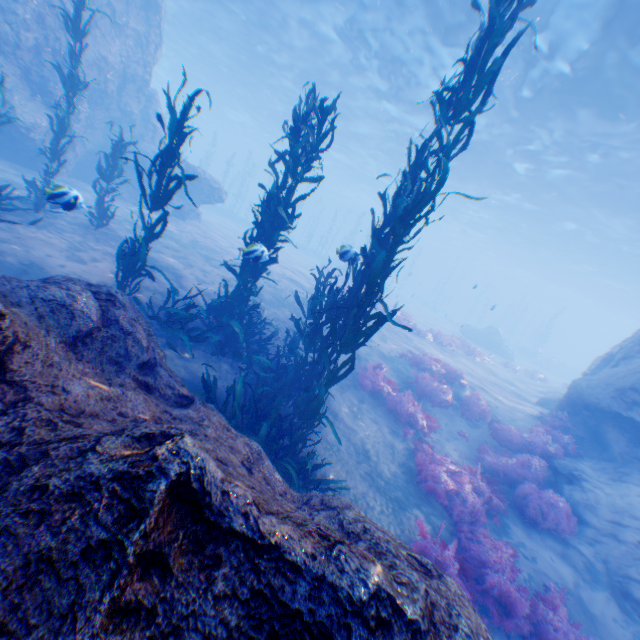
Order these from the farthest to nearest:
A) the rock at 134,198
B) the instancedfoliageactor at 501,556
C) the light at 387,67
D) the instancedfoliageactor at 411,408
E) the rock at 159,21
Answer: the rock at 134,198
the light at 387,67
the rock at 159,21
the instancedfoliageactor at 411,408
the instancedfoliageactor at 501,556

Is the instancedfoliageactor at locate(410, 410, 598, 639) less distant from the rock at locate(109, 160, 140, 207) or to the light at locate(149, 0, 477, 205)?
the rock at locate(109, 160, 140, 207)

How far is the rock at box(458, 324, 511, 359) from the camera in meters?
29.8

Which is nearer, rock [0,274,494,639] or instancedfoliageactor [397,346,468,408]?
Answer: rock [0,274,494,639]

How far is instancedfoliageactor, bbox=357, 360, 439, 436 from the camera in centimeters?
942cm

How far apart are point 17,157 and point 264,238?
12.06m

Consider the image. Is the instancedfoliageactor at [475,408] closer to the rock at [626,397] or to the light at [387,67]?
the rock at [626,397]

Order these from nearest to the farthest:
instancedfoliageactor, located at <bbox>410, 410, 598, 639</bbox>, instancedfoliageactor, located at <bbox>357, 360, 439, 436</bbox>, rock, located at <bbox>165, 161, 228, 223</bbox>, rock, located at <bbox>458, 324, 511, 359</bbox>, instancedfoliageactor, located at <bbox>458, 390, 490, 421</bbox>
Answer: instancedfoliageactor, located at <bbox>410, 410, 598, 639</bbox>
instancedfoliageactor, located at <bbox>357, 360, 439, 436</bbox>
instancedfoliageactor, located at <bbox>458, 390, 490, 421</bbox>
rock, located at <bbox>165, 161, 228, 223</bbox>
rock, located at <bbox>458, 324, 511, 359</bbox>
